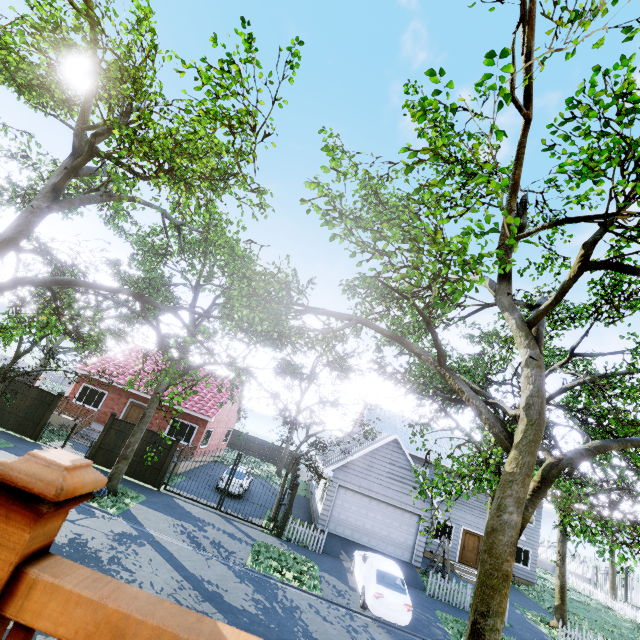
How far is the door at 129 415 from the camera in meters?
22.5 m

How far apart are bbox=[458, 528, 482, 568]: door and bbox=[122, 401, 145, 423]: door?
23.6 meters

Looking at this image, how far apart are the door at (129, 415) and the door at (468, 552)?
23.6m

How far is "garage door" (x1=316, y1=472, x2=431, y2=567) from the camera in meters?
17.8

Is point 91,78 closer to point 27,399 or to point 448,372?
point 448,372

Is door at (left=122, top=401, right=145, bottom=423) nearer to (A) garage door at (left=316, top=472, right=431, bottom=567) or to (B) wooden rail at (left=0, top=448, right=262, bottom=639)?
(A) garage door at (left=316, top=472, right=431, bottom=567)

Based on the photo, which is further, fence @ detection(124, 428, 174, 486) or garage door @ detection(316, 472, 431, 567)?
garage door @ detection(316, 472, 431, 567)

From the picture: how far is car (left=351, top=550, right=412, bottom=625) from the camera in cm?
1141
